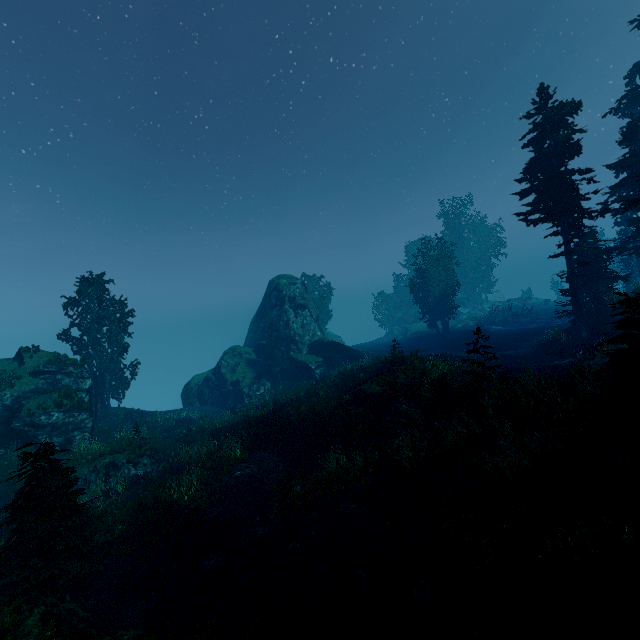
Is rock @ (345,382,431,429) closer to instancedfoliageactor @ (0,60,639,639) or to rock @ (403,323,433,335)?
instancedfoliageactor @ (0,60,639,639)

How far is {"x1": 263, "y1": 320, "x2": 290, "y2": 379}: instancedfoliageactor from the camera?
35.5 meters

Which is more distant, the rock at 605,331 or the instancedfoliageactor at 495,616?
the rock at 605,331

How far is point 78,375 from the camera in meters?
25.6 m

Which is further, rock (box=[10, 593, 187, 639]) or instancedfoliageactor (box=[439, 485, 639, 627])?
rock (box=[10, 593, 187, 639])

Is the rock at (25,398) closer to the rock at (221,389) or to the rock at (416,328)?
the rock at (221,389)

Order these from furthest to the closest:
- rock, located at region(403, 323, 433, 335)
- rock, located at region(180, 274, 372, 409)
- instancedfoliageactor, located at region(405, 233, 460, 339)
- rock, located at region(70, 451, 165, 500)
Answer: rock, located at region(403, 323, 433, 335) → instancedfoliageactor, located at region(405, 233, 460, 339) → rock, located at region(180, 274, 372, 409) → rock, located at region(70, 451, 165, 500)

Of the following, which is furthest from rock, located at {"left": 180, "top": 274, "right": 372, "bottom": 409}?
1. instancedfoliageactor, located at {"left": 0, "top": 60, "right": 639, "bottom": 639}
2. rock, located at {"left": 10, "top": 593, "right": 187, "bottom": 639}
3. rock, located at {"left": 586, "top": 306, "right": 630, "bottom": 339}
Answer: rock, located at {"left": 10, "top": 593, "right": 187, "bottom": 639}
